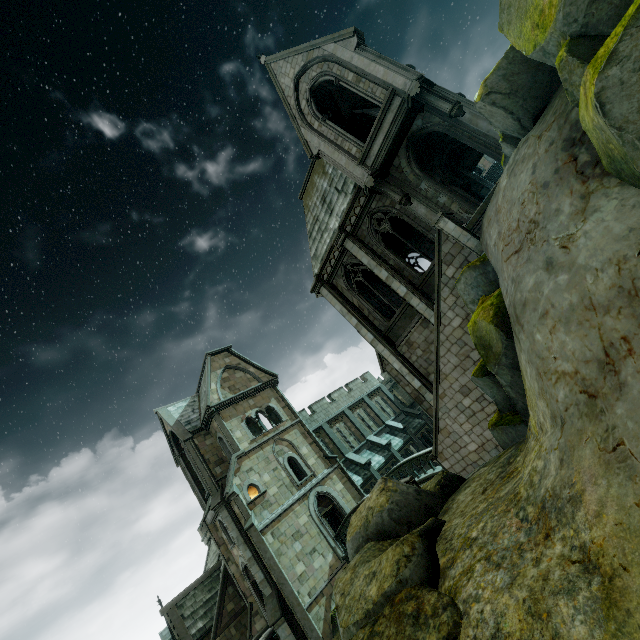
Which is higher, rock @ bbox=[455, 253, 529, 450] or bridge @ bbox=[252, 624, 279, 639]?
rock @ bbox=[455, 253, 529, 450]

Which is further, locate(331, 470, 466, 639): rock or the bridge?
the bridge

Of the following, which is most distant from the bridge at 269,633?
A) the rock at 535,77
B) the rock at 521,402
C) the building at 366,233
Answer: the rock at 535,77

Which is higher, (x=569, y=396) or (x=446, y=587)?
(x=569, y=396)

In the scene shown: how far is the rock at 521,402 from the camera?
7.20m

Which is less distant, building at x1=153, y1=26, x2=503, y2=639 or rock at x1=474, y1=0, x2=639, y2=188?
rock at x1=474, y1=0, x2=639, y2=188

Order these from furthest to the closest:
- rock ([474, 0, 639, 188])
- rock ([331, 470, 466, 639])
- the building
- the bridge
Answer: the bridge, the building, rock ([331, 470, 466, 639]), rock ([474, 0, 639, 188])

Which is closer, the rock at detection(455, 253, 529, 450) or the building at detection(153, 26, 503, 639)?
the rock at detection(455, 253, 529, 450)
